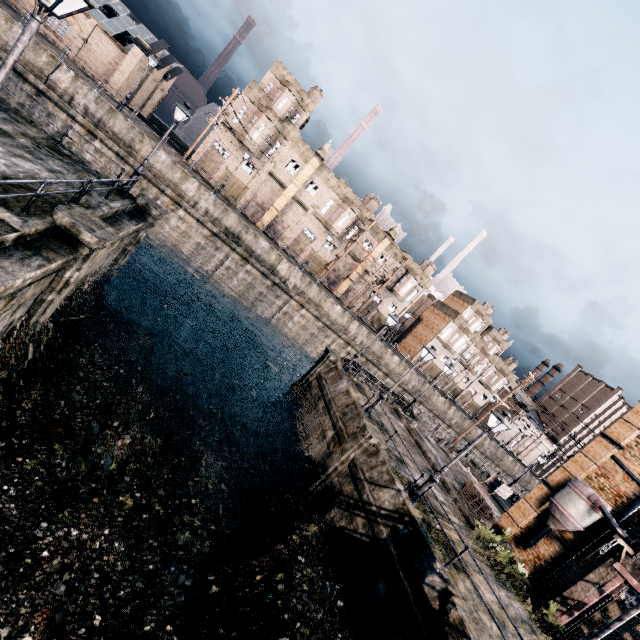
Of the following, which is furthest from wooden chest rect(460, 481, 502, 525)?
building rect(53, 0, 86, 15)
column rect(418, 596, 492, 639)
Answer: building rect(53, 0, 86, 15)

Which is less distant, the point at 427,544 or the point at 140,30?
the point at 427,544

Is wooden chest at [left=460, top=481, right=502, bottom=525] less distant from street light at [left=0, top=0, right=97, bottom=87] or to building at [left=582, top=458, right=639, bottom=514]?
building at [left=582, top=458, right=639, bottom=514]

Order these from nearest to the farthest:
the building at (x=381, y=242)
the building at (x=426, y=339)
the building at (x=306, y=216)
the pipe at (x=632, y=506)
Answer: the pipe at (x=632, y=506), the building at (x=306, y=216), the building at (x=381, y=242), the building at (x=426, y=339)

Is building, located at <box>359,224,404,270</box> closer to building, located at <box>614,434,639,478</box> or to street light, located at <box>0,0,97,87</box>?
building, located at <box>614,434,639,478</box>

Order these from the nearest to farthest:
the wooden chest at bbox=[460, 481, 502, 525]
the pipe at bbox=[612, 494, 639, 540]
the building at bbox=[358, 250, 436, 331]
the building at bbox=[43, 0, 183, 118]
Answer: the pipe at bbox=[612, 494, 639, 540], the wooden chest at bbox=[460, 481, 502, 525], the building at bbox=[43, 0, 183, 118], the building at bbox=[358, 250, 436, 331]

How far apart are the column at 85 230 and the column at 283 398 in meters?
16.0

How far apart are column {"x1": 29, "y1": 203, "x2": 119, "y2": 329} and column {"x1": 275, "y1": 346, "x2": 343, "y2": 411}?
16.0 meters
